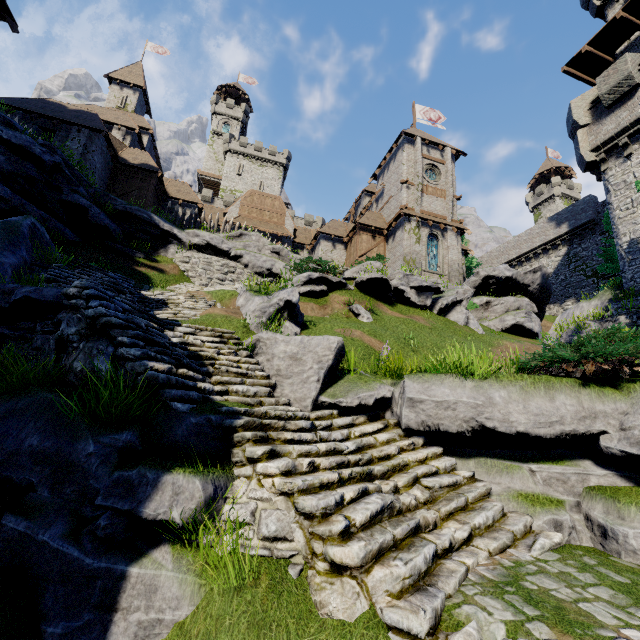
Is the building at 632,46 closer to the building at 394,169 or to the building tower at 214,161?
the building at 394,169

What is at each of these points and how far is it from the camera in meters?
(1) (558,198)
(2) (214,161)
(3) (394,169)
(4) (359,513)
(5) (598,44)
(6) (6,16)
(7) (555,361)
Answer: (1) building tower, 57.8
(2) building tower, 56.2
(3) building, 32.2
(4) stairs, 3.7
(5) walkway, 21.4
(6) building, 16.5
(7) bush, 5.9

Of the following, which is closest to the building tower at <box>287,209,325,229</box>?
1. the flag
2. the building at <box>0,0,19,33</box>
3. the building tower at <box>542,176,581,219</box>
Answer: the flag

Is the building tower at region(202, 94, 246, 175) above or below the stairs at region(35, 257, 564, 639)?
above

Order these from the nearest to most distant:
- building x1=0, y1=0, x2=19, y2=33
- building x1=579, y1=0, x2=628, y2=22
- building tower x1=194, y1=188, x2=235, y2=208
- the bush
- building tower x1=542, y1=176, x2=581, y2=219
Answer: the bush
building x1=0, y1=0, x2=19, y2=33
building x1=579, y1=0, x2=628, y2=22
building tower x1=194, y1=188, x2=235, y2=208
building tower x1=542, y1=176, x2=581, y2=219

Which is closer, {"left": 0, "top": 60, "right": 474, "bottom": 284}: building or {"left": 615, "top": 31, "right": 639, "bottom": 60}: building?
{"left": 615, "top": 31, "right": 639, "bottom": 60}: building

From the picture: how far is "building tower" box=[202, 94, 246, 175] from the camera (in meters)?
56.00

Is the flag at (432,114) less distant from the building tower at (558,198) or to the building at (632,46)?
the building at (632,46)
